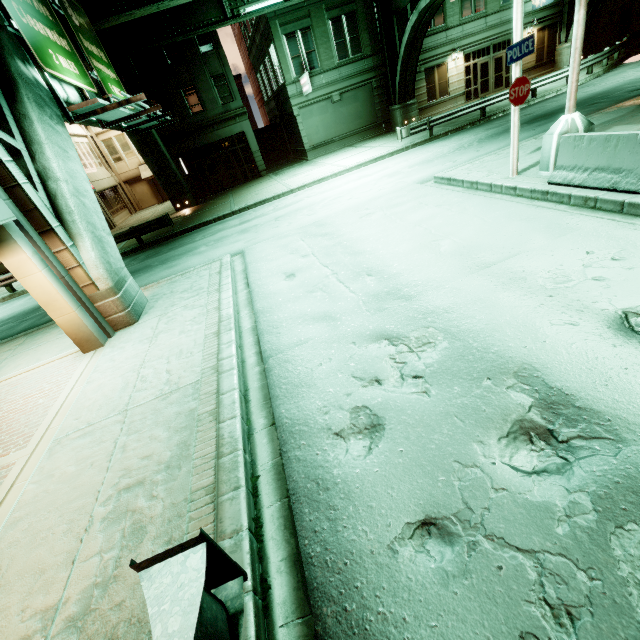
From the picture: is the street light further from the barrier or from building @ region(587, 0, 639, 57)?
building @ region(587, 0, 639, 57)

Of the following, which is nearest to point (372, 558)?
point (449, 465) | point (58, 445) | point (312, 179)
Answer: point (449, 465)

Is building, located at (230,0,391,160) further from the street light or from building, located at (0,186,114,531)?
building, located at (0,186,114,531)

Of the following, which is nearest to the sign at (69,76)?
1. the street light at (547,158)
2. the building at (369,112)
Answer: the street light at (547,158)

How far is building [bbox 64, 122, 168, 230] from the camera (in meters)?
27.97

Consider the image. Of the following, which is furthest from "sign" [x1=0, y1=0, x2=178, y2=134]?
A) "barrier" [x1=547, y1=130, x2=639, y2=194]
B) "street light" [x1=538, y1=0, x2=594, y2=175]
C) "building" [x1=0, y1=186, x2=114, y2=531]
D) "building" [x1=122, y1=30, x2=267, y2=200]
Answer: "barrier" [x1=547, y1=130, x2=639, y2=194]

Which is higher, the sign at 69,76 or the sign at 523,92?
the sign at 69,76
